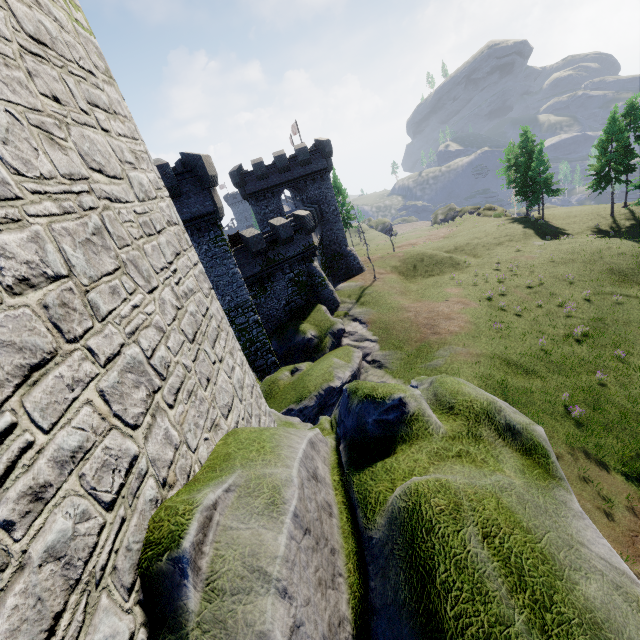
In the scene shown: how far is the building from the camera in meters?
35.4 m

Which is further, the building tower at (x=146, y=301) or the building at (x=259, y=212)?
the building at (x=259, y=212)

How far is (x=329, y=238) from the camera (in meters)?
40.03

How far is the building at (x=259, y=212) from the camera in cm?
3541

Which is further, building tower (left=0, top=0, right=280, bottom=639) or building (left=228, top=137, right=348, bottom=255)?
building (left=228, top=137, right=348, bottom=255)
